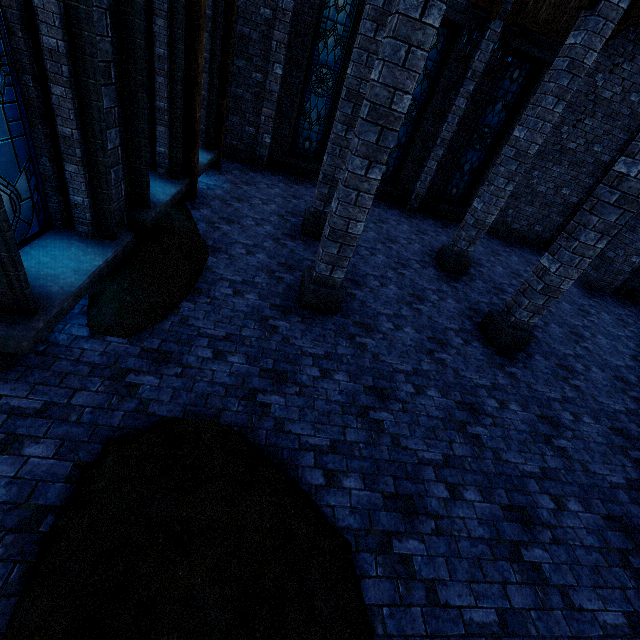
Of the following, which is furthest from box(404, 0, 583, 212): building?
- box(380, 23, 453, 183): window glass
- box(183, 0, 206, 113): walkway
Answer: box(380, 23, 453, 183): window glass

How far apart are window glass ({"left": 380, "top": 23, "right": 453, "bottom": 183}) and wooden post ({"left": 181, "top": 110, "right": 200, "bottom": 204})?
6.7m

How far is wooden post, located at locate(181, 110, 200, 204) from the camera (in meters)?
6.77

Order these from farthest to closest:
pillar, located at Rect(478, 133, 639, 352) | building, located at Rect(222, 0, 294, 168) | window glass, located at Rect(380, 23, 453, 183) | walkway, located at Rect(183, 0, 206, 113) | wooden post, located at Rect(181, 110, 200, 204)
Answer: window glass, located at Rect(380, 23, 453, 183) < building, located at Rect(222, 0, 294, 168) < wooden post, located at Rect(181, 110, 200, 204) < walkway, located at Rect(183, 0, 206, 113) < pillar, located at Rect(478, 133, 639, 352)

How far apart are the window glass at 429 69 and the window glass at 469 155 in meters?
1.8

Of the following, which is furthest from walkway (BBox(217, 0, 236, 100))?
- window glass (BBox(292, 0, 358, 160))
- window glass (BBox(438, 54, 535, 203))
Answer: window glass (BBox(438, 54, 535, 203))

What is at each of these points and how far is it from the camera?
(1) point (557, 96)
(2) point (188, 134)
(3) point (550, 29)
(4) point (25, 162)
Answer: (1) pillar, 6.49m
(2) wooden post, 6.92m
(3) building, 9.41m
(4) window glass, 3.59m

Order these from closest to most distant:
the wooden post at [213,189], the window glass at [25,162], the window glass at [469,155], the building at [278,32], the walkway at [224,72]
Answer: the window glass at [25,162], the walkway at [224,72], the wooden post at [213,189], the building at [278,32], the window glass at [469,155]
